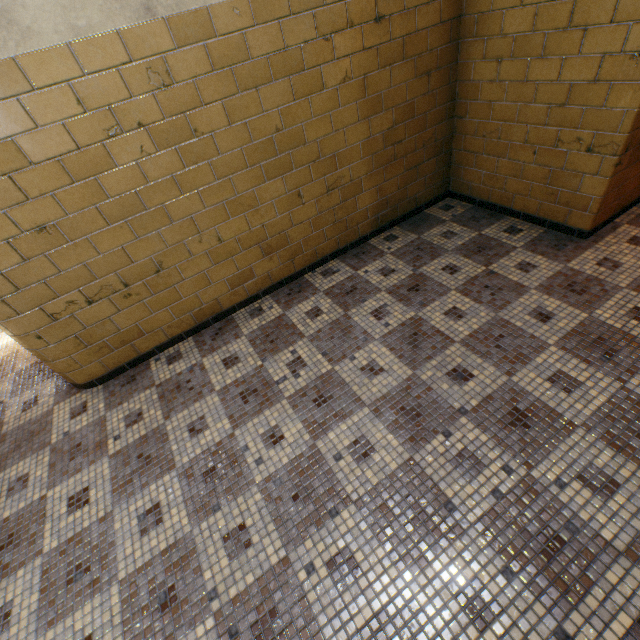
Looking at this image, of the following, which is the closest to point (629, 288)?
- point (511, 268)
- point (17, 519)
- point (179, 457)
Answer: point (511, 268)
